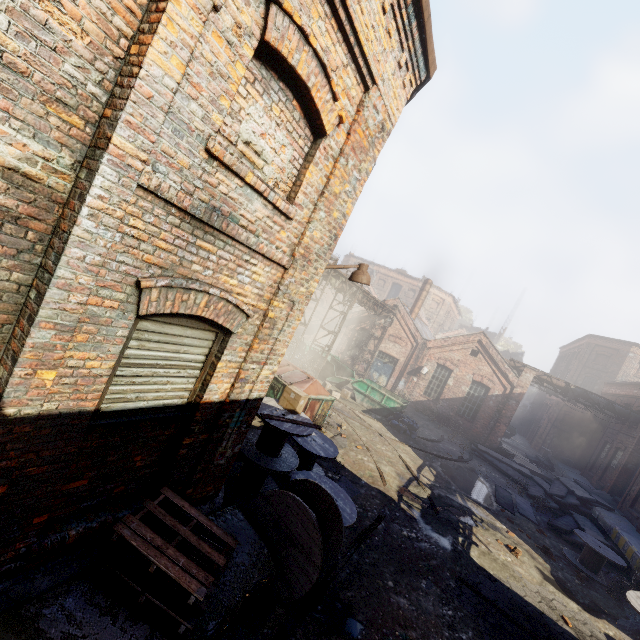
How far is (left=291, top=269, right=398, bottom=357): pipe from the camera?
15.97m

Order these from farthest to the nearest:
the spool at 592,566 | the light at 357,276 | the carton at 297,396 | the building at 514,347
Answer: the building at 514,347
the spool at 592,566
the carton at 297,396
the light at 357,276

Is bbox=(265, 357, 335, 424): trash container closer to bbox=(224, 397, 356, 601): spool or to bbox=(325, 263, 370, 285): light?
bbox=(224, 397, 356, 601): spool

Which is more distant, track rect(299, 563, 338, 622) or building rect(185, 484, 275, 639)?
track rect(299, 563, 338, 622)

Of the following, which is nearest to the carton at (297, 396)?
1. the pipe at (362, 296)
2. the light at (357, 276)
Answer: the light at (357, 276)

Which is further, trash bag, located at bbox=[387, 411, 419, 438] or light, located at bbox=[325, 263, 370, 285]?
trash bag, located at bbox=[387, 411, 419, 438]

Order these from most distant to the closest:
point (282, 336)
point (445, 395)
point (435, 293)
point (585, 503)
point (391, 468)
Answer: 1. point (435, 293)
2. point (445, 395)
3. point (585, 503)
4. point (391, 468)
5. point (282, 336)

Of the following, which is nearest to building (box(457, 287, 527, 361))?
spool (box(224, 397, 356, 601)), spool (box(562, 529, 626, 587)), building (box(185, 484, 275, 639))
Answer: spool (box(562, 529, 626, 587))
